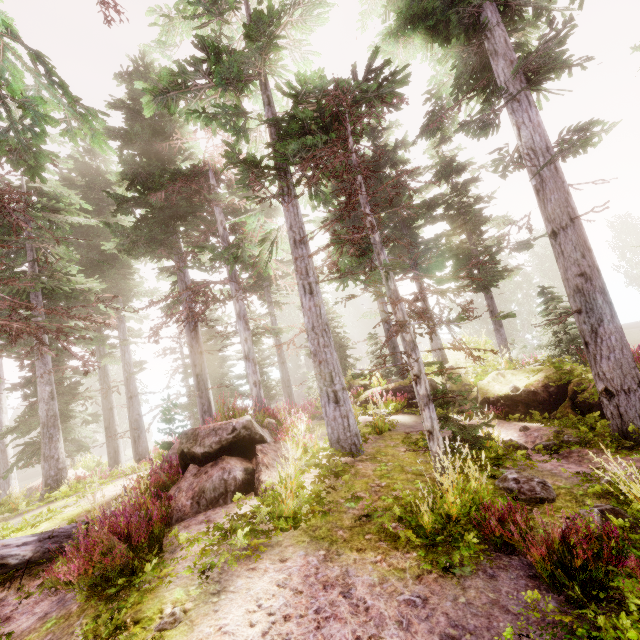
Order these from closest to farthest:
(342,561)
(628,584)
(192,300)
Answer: (628,584)
(342,561)
(192,300)

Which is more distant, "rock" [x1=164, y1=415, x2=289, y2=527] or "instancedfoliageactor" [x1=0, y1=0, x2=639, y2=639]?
"rock" [x1=164, y1=415, x2=289, y2=527]

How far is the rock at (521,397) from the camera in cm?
1001

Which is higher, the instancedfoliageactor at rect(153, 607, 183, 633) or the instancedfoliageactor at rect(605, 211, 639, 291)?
the instancedfoliageactor at rect(605, 211, 639, 291)

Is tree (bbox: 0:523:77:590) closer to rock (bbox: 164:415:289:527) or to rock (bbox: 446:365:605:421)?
rock (bbox: 164:415:289:527)

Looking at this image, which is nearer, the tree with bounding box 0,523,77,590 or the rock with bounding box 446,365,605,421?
the tree with bounding box 0,523,77,590

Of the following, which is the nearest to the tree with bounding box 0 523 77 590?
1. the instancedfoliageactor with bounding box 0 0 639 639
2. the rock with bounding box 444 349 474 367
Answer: the instancedfoliageactor with bounding box 0 0 639 639

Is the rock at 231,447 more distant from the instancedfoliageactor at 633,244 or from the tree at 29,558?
the tree at 29,558
